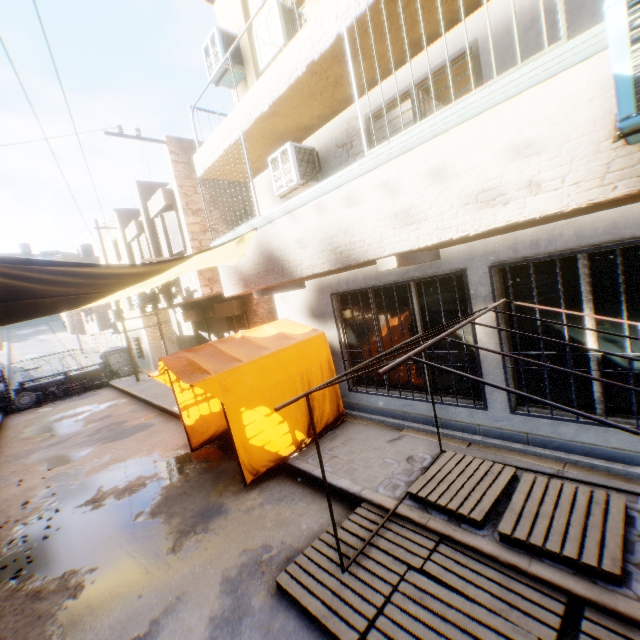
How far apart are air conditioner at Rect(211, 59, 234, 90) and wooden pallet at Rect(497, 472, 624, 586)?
9.3 meters

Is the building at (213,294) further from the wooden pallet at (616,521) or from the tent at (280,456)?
the wooden pallet at (616,521)

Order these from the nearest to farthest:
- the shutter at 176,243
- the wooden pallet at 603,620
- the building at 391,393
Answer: the wooden pallet at 603,620 → the building at 391,393 → the shutter at 176,243

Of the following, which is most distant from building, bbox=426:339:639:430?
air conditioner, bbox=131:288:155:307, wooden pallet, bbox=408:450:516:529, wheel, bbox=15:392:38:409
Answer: wheel, bbox=15:392:38:409

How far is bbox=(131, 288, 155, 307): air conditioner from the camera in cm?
1398

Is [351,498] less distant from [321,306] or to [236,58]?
[321,306]

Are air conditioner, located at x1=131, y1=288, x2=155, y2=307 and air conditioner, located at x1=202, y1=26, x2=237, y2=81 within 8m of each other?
no

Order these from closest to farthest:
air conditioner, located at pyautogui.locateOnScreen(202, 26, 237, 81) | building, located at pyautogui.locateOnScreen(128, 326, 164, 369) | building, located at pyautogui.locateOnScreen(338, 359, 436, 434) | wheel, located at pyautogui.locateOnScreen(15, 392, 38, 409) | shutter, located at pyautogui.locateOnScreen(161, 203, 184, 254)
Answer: building, located at pyautogui.locateOnScreen(338, 359, 436, 434) → air conditioner, located at pyautogui.locateOnScreen(202, 26, 237, 81) → shutter, located at pyautogui.locateOnScreen(161, 203, 184, 254) → wheel, located at pyautogui.locateOnScreen(15, 392, 38, 409) → building, located at pyautogui.locateOnScreen(128, 326, 164, 369)
